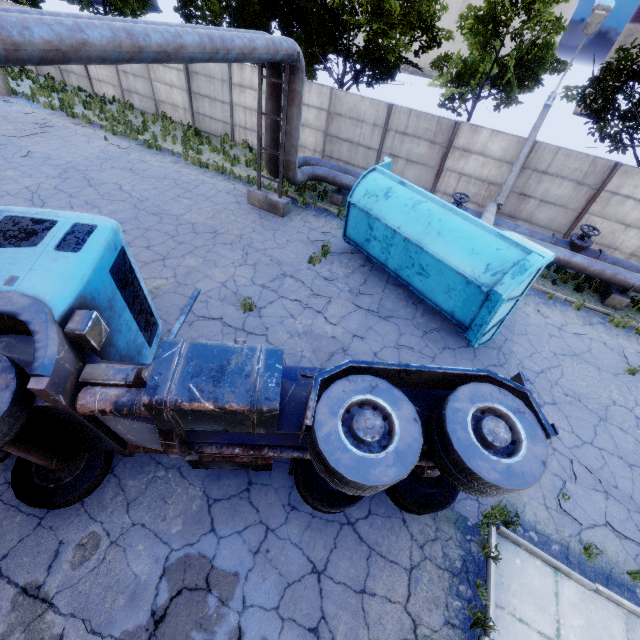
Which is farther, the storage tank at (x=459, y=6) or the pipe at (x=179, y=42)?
the storage tank at (x=459, y=6)

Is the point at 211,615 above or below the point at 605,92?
below

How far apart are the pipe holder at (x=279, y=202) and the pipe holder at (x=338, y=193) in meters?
2.2

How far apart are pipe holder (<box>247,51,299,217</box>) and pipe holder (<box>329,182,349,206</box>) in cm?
221

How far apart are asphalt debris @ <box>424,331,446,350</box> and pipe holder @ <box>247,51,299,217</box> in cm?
653

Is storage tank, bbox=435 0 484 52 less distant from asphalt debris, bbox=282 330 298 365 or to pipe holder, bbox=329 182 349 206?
pipe holder, bbox=329 182 349 206

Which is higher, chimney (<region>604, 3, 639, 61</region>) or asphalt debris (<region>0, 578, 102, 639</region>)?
chimney (<region>604, 3, 639, 61</region>)

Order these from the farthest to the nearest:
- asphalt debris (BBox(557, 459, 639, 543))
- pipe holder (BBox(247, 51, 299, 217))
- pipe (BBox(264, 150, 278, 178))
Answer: pipe (BBox(264, 150, 278, 178)) < pipe holder (BBox(247, 51, 299, 217)) < asphalt debris (BBox(557, 459, 639, 543))
